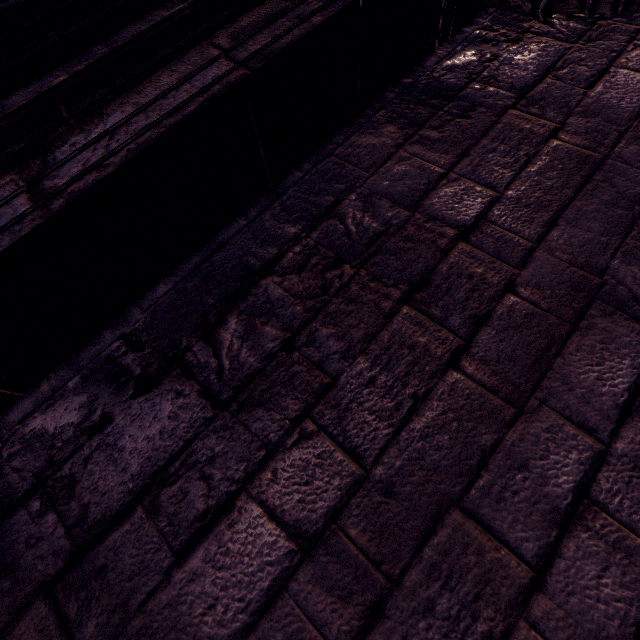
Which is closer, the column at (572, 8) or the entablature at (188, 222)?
the entablature at (188, 222)

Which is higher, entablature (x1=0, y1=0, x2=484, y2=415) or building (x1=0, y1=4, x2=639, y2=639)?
entablature (x1=0, y1=0, x2=484, y2=415)

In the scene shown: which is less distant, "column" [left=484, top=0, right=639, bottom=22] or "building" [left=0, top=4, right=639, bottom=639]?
"building" [left=0, top=4, right=639, bottom=639]

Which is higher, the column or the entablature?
the entablature

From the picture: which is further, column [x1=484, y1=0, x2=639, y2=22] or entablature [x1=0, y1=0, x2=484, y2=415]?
column [x1=484, y1=0, x2=639, y2=22]

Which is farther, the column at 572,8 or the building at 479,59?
the column at 572,8

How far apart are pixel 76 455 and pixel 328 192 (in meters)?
1.36
